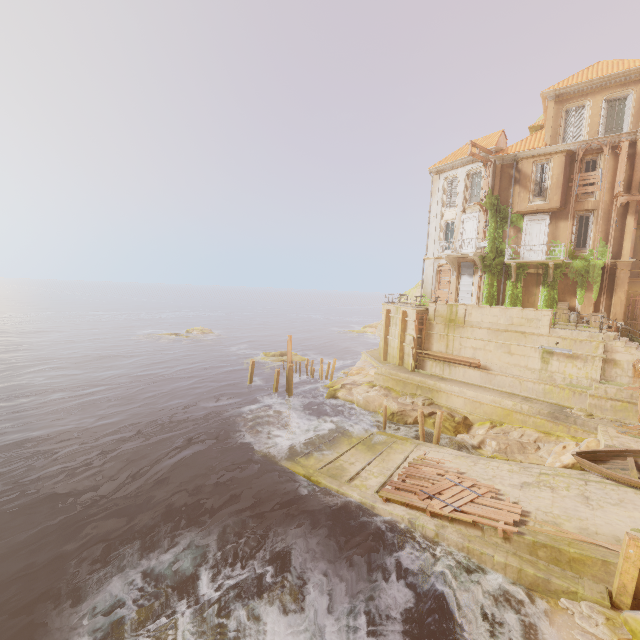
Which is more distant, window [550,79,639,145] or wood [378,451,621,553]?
window [550,79,639,145]

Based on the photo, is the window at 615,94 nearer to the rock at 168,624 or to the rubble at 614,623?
the rubble at 614,623

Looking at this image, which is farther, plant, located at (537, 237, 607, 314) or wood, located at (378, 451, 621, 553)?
plant, located at (537, 237, 607, 314)

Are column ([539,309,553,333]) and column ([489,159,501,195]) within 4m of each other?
no

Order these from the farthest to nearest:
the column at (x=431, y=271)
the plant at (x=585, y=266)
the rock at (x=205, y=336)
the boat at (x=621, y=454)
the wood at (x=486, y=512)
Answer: the rock at (x=205, y=336) → the column at (x=431, y=271) → the plant at (x=585, y=266) → the boat at (x=621, y=454) → the wood at (x=486, y=512)

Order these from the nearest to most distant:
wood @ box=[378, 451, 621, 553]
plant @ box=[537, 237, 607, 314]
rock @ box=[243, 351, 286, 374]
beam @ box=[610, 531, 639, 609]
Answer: beam @ box=[610, 531, 639, 609], wood @ box=[378, 451, 621, 553], plant @ box=[537, 237, 607, 314], rock @ box=[243, 351, 286, 374]

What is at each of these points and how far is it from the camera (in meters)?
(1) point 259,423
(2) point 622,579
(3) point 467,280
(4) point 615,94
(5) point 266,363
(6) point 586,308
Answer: (1) rock, 22.78
(2) beam, 9.26
(3) shutter, 28.16
(4) window, 21.58
(5) rock, 39.56
(6) column, 22.78

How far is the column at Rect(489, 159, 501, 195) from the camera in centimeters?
2564cm
